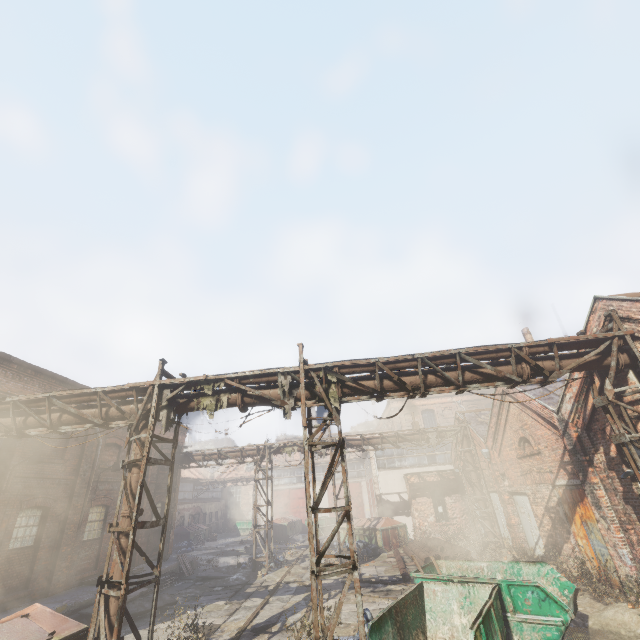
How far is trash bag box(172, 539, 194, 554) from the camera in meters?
27.4

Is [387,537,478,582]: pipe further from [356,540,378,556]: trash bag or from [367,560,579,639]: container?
[367,560,579,639]: container

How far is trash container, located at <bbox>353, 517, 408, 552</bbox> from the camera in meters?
19.3 m

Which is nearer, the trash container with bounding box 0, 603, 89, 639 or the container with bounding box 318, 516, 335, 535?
the trash container with bounding box 0, 603, 89, 639

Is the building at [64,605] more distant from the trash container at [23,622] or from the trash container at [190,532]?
the trash container at [190,532]

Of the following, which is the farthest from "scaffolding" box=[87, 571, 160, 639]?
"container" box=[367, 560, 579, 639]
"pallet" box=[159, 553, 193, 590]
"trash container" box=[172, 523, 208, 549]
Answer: "trash container" box=[172, 523, 208, 549]

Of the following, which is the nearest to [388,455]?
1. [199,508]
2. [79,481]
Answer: → [79,481]

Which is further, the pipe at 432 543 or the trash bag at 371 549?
the trash bag at 371 549
